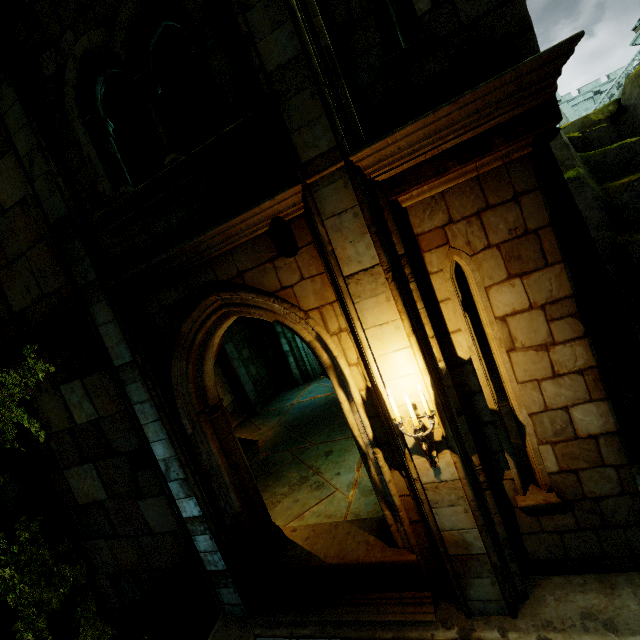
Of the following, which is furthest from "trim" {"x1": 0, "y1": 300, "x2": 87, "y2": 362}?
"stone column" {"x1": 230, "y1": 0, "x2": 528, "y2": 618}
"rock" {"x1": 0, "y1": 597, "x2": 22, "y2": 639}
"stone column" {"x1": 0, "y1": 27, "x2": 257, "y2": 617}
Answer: "stone column" {"x1": 230, "y1": 0, "x2": 528, "y2": 618}

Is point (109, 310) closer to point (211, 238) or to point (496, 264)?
point (211, 238)

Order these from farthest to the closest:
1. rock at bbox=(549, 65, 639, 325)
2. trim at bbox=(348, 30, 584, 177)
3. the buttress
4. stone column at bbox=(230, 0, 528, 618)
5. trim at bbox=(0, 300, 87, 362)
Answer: the buttress → rock at bbox=(549, 65, 639, 325) → trim at bbox=(0, 300, 87, 362) → stone column at bbox=(230, 0, 528, 618) → trim at bbox=(348, 30, 584, 177)

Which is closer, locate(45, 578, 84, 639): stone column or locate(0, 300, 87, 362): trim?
locate(0, 300, 87, 362): trim

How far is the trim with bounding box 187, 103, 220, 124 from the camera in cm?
1045

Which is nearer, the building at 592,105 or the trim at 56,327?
the trim at 56,327

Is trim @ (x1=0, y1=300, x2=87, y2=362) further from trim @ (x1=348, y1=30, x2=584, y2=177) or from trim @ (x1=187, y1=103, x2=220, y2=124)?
A: trim @ (x1=187, y1=103, x2=220, y2=124)

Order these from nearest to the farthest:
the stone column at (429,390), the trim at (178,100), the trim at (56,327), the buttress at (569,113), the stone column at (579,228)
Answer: the stone column at (429,390) < the stone column at (579,228) < the trim at (56,327) < the trim at (178,100) < the buttress at (569,113)
